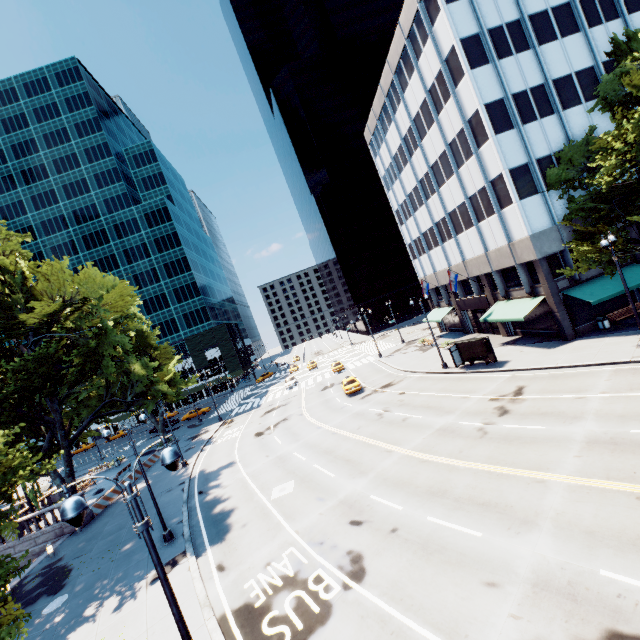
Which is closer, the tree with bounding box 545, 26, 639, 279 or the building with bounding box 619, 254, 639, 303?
the tree with bounding box 545, 26, 639, 279

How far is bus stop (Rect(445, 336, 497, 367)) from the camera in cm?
2681

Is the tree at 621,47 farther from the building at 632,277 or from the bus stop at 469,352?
the bus stop at 469,352

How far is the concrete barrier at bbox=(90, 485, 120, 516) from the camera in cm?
2686

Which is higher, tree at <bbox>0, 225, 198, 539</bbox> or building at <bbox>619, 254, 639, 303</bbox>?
tree at <bbox>0, 225, 198, 539</bbox>

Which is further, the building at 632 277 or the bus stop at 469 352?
the bus stop at 469 352

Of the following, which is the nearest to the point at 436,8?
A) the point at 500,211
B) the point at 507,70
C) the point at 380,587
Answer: the point at 507,70

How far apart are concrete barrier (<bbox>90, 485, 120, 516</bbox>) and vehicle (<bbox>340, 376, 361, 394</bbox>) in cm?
2306
